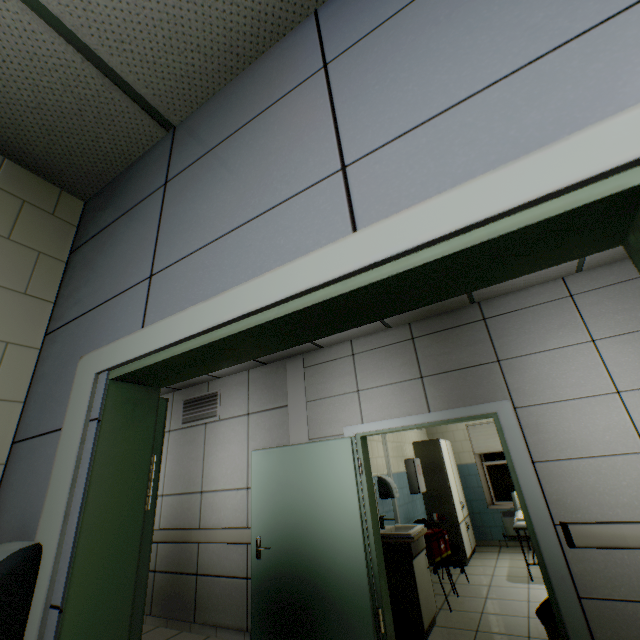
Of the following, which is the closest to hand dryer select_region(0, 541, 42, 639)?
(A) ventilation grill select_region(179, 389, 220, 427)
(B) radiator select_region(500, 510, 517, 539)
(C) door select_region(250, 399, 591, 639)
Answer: (C) door select_region(250, 399, 591, 639)

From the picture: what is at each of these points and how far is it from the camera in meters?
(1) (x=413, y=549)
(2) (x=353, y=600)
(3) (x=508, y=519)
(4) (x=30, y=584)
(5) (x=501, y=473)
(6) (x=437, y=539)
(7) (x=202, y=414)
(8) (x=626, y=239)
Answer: (1) sink, 3.7
(2) door, 3.2
(3) radiator, 6.7
(4) hand dryer, 0.9
(5) window, 7.2
(6) medical bag, 4.5
(7) ventilation grill, 5.4
(8) door, 0.6

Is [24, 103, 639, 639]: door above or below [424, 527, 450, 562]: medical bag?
above

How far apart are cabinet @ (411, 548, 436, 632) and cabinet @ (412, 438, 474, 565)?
2.3m

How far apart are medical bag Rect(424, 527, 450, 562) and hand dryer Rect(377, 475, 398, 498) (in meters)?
0.52

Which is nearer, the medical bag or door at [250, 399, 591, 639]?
door at [250, 399, 591, 639]

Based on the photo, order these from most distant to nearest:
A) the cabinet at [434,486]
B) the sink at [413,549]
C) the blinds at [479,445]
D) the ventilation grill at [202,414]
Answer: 1. the blinds at [479,445]
2. the cabinet at [434,486]
3. the ventilation grill at [202,414]
4. the sink at [413,549]

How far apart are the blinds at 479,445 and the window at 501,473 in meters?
0.2
